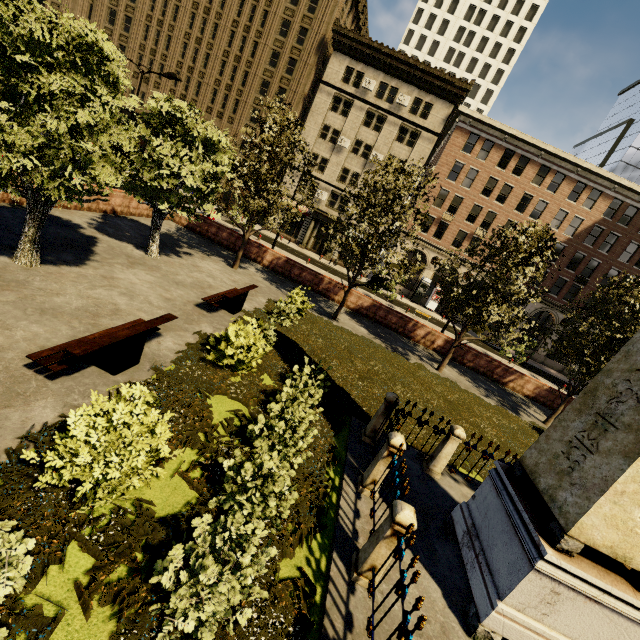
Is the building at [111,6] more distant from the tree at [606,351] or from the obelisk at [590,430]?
the obelisk at [590,430]

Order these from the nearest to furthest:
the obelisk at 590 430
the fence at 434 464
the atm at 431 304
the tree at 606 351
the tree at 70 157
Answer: the obelisk at 590 430, the tree at 70 157, the fence at 434 464, the tree at 606 351, the atm at 431 304

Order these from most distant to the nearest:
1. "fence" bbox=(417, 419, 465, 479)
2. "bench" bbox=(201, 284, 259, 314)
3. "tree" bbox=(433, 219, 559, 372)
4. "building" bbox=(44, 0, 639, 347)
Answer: "building" bbox=(44, 0, 639, 347), "tree" bbox=(433, 219, 559, 372), "bench" bbox=(201, 284, 259, 314), "fence" bbox=(417, 419, 465, 479)

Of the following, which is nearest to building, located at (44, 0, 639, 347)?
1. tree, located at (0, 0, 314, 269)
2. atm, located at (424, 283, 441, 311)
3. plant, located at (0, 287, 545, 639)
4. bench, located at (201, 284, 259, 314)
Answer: atm, located at (424, 283, 441, 311)

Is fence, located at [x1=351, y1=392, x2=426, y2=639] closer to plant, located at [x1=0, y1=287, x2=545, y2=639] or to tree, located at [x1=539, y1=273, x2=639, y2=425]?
plant, located at [x1=0, y1=287, x2=545, y2=639]

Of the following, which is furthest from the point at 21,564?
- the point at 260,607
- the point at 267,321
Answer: the point at 267,321

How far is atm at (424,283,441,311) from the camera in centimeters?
3681cm

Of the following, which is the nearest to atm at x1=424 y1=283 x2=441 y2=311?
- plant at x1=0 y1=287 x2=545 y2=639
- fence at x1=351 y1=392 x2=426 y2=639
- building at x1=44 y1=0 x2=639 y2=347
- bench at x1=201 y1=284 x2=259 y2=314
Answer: building at x1=44 y1=0 x2=639 y2=347
